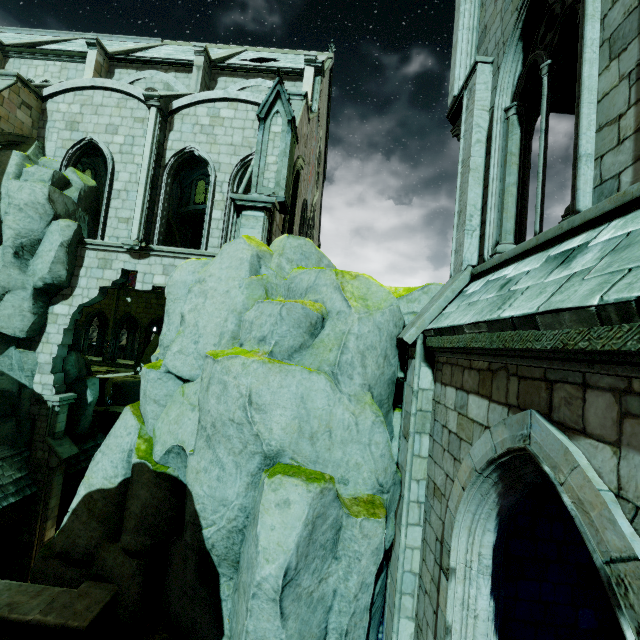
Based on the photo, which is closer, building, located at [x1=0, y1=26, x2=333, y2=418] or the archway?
building, located at [x1=0, y1=26, x2=333, y2=418]

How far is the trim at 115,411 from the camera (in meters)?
17.25

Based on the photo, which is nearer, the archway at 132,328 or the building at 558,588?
the building at 558,588

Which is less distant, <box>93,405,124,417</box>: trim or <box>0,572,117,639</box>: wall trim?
<box>0,572,117,639</box>: wall trim

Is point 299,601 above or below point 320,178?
below

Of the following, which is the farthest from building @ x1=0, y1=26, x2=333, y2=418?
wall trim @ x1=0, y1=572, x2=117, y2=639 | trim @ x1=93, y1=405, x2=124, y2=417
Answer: wall trim @ x1=0, y1=572, x2=117, y2=639

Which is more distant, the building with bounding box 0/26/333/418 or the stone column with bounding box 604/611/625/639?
the building with bounding box 0/26/333/418

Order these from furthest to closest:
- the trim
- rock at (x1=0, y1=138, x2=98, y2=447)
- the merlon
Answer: the trim → rock at (x1=0, y1=138, x2=98, y2=447) → the merlon
